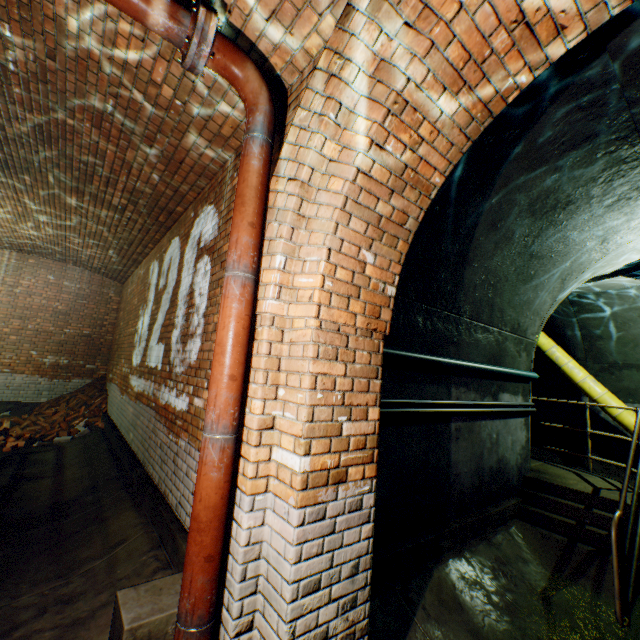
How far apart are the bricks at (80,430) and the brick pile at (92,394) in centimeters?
16cm

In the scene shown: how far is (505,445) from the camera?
4.94m

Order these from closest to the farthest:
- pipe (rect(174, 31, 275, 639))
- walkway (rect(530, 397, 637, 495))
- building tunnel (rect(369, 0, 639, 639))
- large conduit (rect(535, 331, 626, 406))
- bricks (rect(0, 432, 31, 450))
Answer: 1. pipe (rect(174, 31, 275, 639))
2. building tunnel (rect(369, 0, 639, 639))
3. walkway (rect(530, 397, 637, 495))
4. bricks (rect(0, 432, 31, 450))
5. large conduit (rect(535, 331, 626, 406))

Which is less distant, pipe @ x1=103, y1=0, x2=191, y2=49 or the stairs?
pipe @ x1=103, y1=0, x2=191, y2=49

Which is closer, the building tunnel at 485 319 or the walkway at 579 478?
the building tunnel at 485 319

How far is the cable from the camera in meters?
3.2

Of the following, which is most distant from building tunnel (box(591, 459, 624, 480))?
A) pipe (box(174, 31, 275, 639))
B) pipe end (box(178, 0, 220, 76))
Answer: pipe end (box(178, 0, 220, 76))

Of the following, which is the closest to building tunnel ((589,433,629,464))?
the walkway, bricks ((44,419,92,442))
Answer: the walkway
